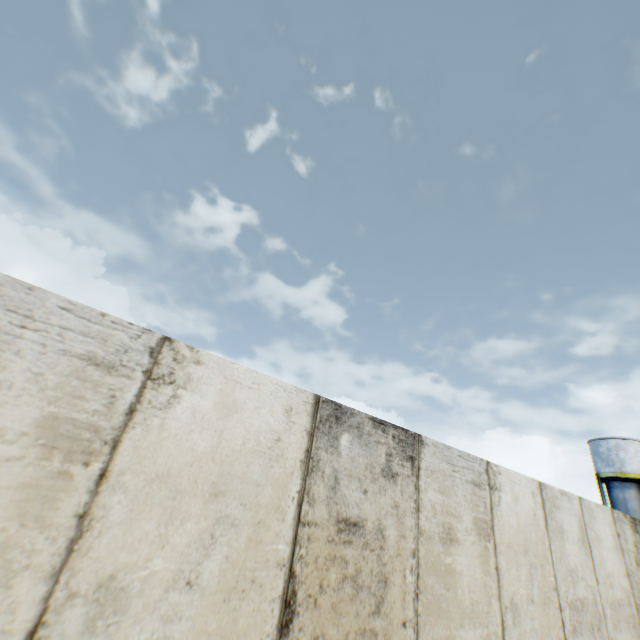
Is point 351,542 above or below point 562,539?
below
